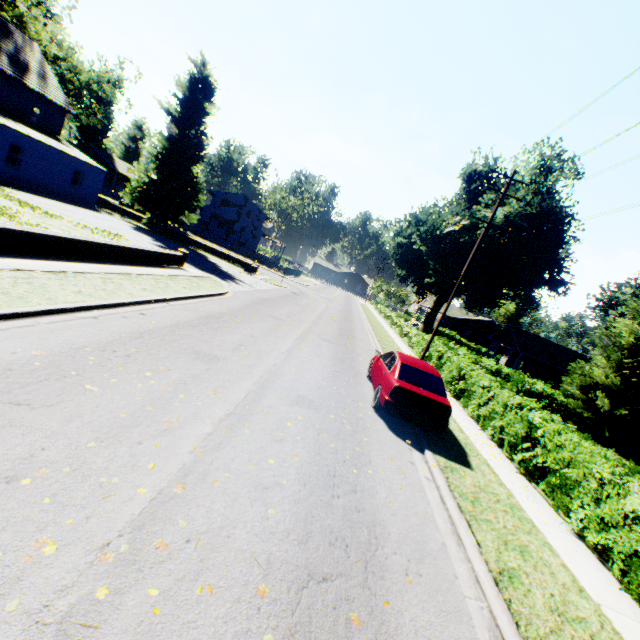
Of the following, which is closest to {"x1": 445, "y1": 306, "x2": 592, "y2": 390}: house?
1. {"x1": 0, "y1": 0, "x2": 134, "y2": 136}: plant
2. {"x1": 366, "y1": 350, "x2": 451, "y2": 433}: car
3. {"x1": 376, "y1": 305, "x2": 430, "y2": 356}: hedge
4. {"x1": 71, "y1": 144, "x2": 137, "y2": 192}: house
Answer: {"x1": 0, "y1": 0, "x2": 134, "y2": 136}: plant

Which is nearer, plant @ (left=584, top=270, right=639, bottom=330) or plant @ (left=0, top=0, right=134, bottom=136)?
plant @ (left=0, top=0, right=134, bottom=136)

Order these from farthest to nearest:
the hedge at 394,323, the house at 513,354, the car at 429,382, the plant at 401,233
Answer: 1. the plant at 401,233
2. the house at 513,354
3. the hedge at 394,323
4. the car at 429,382

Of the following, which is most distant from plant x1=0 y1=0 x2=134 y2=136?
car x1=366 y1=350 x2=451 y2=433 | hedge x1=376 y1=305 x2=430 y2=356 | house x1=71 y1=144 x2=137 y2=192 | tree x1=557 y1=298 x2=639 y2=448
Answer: car x1=366 y1=350 x2=451 y2=433

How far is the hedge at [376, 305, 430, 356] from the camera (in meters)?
23.05

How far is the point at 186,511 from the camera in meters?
3.6 m

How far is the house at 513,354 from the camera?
31.45m

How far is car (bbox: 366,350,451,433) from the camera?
8.3m
